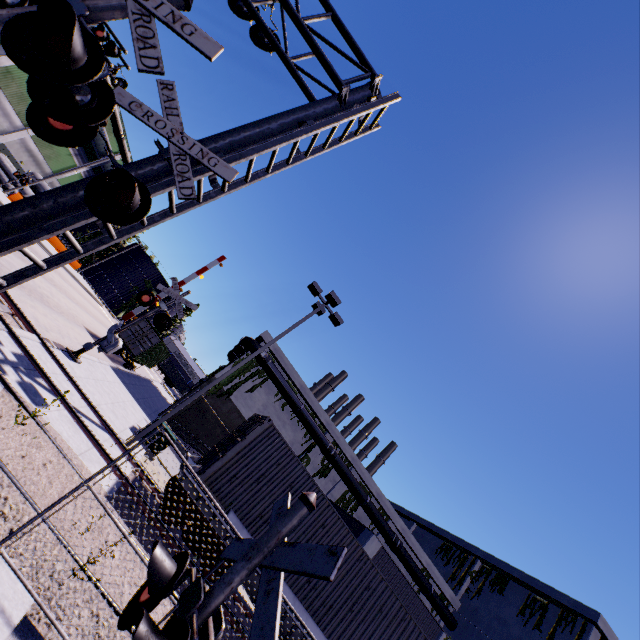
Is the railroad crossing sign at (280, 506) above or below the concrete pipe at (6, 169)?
above

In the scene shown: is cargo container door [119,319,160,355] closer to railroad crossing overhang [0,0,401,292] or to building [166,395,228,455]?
building [166,395,228,455]

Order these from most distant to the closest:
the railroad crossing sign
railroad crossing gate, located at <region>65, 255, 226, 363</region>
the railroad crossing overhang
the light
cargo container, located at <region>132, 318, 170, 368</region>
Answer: cargo container, located at <region>132, 318, 170, 368</region>
railroad crossing gate, located at <region>65, 255, 226, 363</region>
the light
the railroad crossing overhang
the railroad crossing sign

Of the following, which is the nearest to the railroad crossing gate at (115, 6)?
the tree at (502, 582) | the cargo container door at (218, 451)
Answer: the cargo container door at (218, 451)

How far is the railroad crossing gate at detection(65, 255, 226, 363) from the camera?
13.0m

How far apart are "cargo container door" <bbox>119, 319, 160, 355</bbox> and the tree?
34.5 meters

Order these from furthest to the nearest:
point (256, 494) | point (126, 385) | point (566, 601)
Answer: A: point (566, 601) → point (126, 385) → point (256, 494)

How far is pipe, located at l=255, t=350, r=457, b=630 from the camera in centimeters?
2709cm
